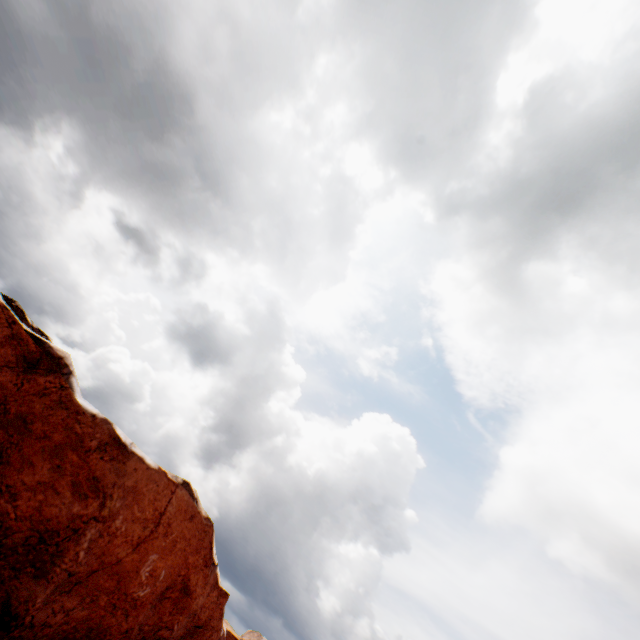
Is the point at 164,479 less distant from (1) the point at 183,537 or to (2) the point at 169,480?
(2) the point at 169,480
